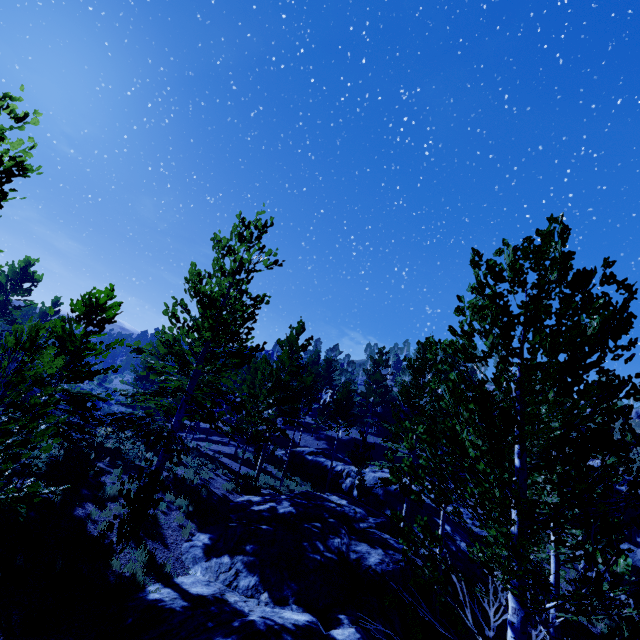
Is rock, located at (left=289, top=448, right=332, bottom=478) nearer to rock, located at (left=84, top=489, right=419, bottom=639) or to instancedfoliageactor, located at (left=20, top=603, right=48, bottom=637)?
instancedfoliageactor, located at (left=20, top=603, right=48, bottom=637)

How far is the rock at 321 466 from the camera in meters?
28.7 m

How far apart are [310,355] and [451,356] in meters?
49.4

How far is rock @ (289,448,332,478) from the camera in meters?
28.7 m

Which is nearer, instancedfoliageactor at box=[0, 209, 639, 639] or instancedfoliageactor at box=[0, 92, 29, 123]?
instancedfoliageactor at box=[0, 209, 639, 639]

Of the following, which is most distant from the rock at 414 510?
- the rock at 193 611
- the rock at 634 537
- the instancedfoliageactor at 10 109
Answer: the rock at 193 611

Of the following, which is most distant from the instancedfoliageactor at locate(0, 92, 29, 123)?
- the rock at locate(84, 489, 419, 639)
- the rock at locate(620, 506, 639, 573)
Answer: the rock at locate(620, 506, 639, 573)
